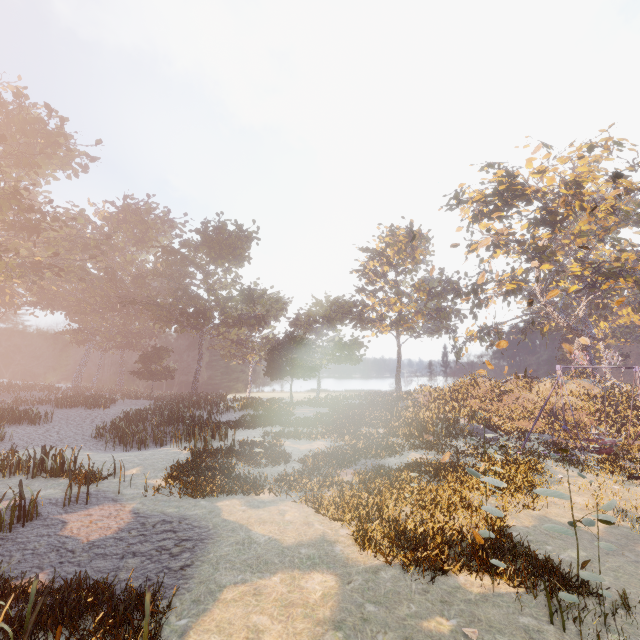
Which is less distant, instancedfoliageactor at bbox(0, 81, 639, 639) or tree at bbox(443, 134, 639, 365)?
instancedfoliageactor at bbox(0, 81, 639, 639)

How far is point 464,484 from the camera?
12.8m

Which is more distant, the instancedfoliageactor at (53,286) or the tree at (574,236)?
the tree at (574,236)
